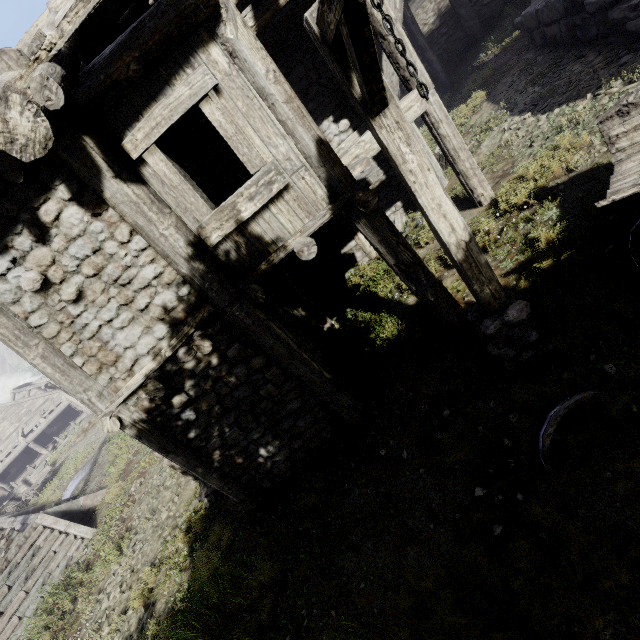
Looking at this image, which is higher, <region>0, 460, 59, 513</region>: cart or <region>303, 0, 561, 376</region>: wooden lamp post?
<region>303, 0, 561, 376</region>: wooden lamp post

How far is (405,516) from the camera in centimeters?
407cm

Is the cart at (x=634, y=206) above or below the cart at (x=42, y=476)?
above

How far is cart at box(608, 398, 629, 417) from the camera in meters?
3.1

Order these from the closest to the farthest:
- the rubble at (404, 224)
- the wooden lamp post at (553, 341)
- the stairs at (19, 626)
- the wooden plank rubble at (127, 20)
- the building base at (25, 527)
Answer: the wooden lamp post at (553, 341), the wooden plank rubble at (127, 20), the rubble at (404, 224), the stairs at (19, 626), the building base at (25, 527)

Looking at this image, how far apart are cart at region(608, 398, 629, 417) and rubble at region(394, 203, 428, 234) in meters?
6.0

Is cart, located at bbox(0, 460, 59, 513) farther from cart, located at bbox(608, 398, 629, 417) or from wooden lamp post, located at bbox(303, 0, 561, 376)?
cart, located at bbox(608, 398, 629, 417)
